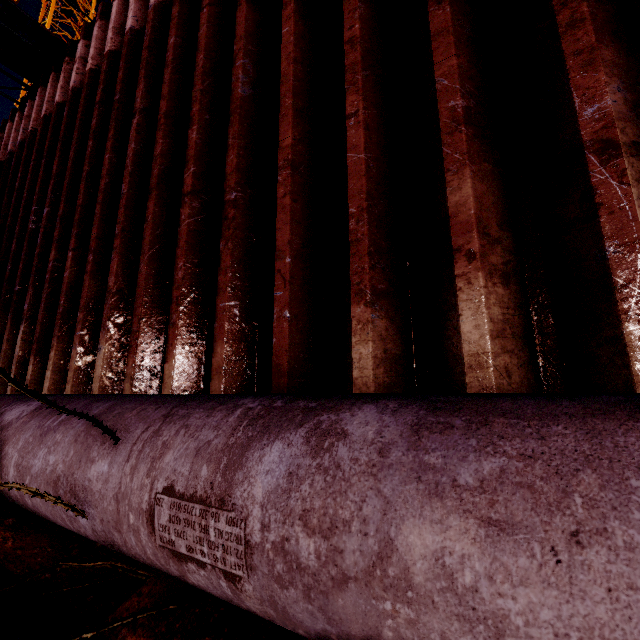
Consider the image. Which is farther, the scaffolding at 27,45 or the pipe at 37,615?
the scaffolding at 27,45

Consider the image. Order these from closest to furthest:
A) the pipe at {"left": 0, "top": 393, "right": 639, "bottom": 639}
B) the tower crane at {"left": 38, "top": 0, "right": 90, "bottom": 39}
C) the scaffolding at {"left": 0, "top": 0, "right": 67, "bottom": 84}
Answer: the pipe at {"left": 0, "top": 393, "right": 639, "bottom": 639} → the scaffolding at {"left": 0, "top": 0, "right": 67, "bottom": 84} → the tower crane at {"left": 38, "top": 0, "right": 90, "bottom": 39}

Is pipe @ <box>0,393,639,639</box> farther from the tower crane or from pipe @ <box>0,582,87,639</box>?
the tower crane

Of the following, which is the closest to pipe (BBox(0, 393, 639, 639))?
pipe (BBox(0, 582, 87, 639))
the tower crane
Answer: pipe (BBox(0, 582, 87, 639))

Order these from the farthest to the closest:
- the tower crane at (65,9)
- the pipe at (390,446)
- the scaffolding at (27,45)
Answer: the tower crane at (65,9) → the scaffolding at (27,45) → the pipe at (390,446)

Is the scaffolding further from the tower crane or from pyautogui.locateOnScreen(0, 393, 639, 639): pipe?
the tower crane

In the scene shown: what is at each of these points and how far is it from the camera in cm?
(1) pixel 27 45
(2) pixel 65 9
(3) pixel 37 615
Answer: (1) scaffolding, 532
(2) tower crane, 2612
(3) pipe, 103

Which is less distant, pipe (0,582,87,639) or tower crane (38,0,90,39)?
pipe (0,582,87,639)
